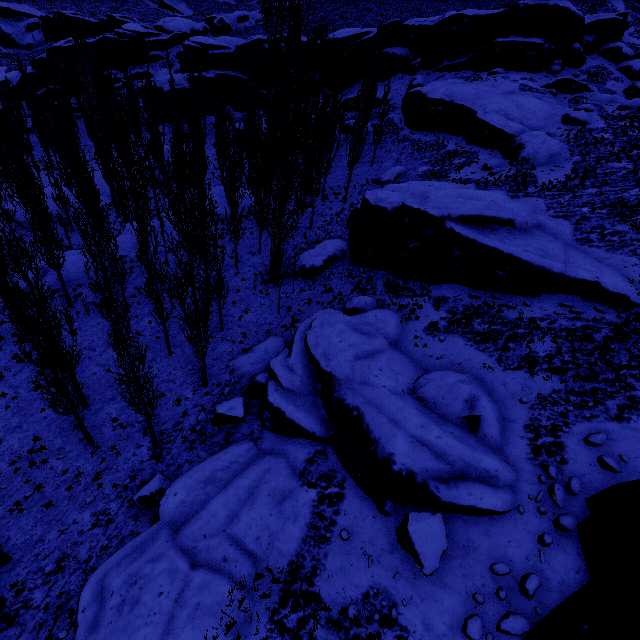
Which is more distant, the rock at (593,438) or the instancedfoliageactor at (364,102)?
the instancedfoliageactor at (364,102)

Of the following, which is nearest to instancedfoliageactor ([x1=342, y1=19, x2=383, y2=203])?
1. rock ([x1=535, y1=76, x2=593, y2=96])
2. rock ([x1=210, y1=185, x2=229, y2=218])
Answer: rock ([x1=210, y1=185, x2=229, y2=218])

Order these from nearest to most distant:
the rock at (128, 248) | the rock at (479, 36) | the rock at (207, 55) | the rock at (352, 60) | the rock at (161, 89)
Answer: the rock at (128, 248) → the rock at (479, 36) → the rock at (352, 60) → the rock at (161, 89) → the rock at (207, 55)

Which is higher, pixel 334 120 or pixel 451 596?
pixel 334 120

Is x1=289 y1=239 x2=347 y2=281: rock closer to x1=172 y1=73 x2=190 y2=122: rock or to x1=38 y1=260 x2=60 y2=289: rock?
x1=172 y1=73 x2=190 y2=122: rock

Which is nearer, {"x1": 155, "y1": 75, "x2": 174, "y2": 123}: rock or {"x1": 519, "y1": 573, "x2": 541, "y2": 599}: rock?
{"x1": 519, "y1": 573, "x2": 541, "y2": 599}: rock

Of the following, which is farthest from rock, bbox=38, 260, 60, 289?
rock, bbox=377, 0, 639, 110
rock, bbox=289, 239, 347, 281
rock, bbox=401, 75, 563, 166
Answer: rock, bbox=401, 75, 563, 166

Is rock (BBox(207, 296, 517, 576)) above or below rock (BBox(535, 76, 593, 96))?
below
